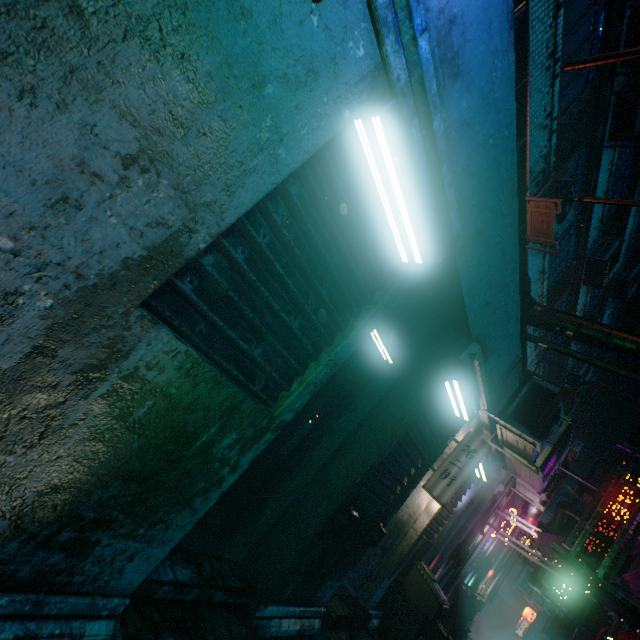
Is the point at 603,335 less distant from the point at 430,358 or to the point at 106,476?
the point at 430,358

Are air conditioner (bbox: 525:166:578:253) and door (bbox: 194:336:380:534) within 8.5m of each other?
yes

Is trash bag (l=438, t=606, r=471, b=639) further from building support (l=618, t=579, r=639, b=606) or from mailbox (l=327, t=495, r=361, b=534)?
mailbox (l=327, t=495, r=361, b=534)

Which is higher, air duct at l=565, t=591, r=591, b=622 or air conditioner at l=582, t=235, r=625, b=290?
air conditioner at l=582, t=235, r=625, b=290

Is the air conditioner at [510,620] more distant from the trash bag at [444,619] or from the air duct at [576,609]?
the trash bag at [444,619]

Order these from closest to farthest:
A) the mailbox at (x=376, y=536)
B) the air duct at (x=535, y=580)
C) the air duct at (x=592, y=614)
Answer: the mailbox at (x=376, y=536) < the air duct at (x=592, y=614) < the air duct at (x=535, y=580)

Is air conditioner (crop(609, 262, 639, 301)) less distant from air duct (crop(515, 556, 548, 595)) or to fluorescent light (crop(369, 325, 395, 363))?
air duct (crop(515, 556, 548, 595))

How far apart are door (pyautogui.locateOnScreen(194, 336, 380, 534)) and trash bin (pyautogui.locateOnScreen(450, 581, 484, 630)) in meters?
7.9 m
